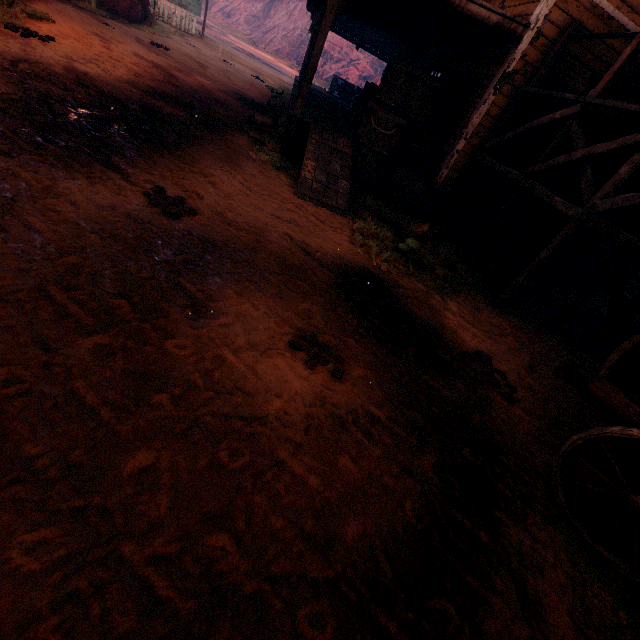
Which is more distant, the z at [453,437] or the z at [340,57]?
the z at [340,57]

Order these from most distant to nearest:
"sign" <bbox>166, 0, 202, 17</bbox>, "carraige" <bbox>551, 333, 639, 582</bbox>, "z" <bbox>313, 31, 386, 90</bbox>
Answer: "z" <bbox>313, 31, 386, 90</bbox>, "sign" <bbox>166, 0, 202, 17</bbox>, "carraige" <bbox>551, 333, 639, 582</bbox>

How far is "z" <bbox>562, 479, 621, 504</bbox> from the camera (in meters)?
3.09

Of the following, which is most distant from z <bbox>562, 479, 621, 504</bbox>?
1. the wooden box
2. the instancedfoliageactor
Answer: the wooden box

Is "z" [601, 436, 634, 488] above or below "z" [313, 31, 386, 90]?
below

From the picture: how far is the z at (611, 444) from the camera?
3.5 meters

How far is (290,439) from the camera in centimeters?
237cm
